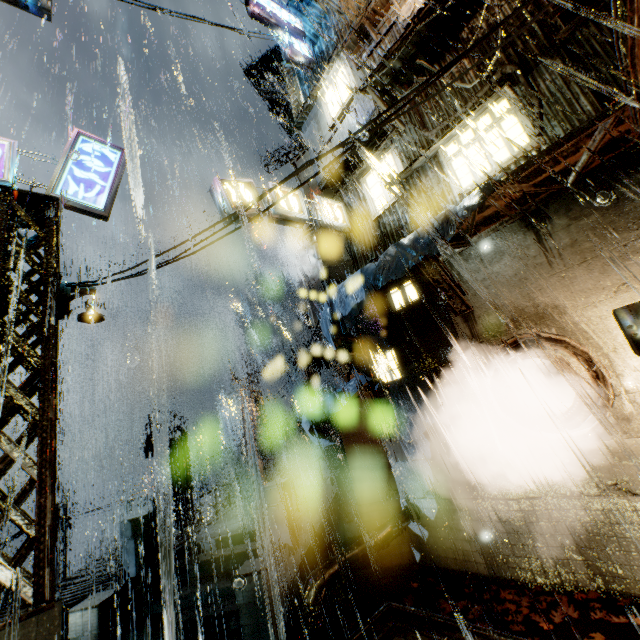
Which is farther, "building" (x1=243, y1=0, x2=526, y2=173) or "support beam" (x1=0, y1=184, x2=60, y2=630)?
"building" (x1=243, y1=0, x2=526, y2=173)

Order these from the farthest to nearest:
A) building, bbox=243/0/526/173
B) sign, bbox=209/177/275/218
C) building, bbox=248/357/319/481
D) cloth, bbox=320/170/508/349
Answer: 1. building, bbox=248/357/319/481
2. sign, bbox=209/177/275/218
3. building, bbox=243/0/526/173
4. cloth, bbox=320/170/508/349

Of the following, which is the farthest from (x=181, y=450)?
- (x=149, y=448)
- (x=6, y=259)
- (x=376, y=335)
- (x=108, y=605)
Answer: (x=6, y=259)

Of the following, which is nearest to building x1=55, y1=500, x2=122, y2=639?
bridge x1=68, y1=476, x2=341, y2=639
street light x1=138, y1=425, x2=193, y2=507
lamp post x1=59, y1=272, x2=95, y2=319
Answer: bridge x1=68, y1=476, x2=341, y2=639

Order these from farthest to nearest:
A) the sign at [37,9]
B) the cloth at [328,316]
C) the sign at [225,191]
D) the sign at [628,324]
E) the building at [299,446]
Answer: the building at [299,446] → the sign at [225,191] → the sign at [37,9] → the cloth at [328,316] → the sign at [628,324]

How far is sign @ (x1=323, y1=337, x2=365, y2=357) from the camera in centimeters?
1064cm

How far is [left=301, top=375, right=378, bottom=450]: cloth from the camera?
11.2 meters

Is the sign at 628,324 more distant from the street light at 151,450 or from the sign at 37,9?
the street light at 151,450
